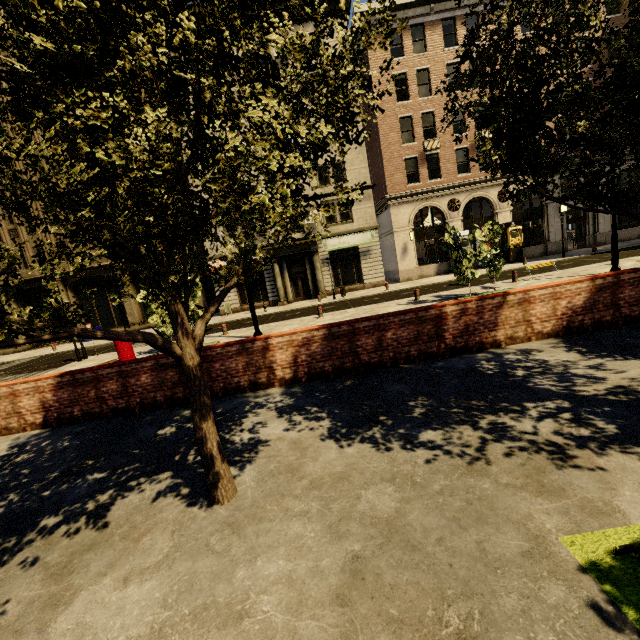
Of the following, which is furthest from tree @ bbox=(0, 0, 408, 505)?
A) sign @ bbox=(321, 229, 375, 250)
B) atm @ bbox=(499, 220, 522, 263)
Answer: sign @ bbox=(321, 229, 375, 250)

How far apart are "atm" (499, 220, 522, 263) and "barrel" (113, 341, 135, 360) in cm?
2628

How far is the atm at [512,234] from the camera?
24.8m

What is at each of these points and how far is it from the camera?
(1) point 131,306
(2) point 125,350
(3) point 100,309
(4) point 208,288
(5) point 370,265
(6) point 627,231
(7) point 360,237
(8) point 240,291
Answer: (1) building, 26.9m
(2) barrel, 13.8m
(3) building, 27.5m
(4) building, 30.9m
(5) building, 26.3m
(6) building, 26.2m
(7) sign, 25.9m
(8) building, 26.7m

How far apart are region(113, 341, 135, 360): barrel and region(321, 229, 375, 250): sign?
15.84m

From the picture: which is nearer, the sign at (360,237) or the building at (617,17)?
the building at (617,17)

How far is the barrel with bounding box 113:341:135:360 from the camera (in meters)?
13.70

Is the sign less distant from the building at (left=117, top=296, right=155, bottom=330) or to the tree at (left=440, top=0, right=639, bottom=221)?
the building at (left=117, top=296, right=155, bottom=330)
